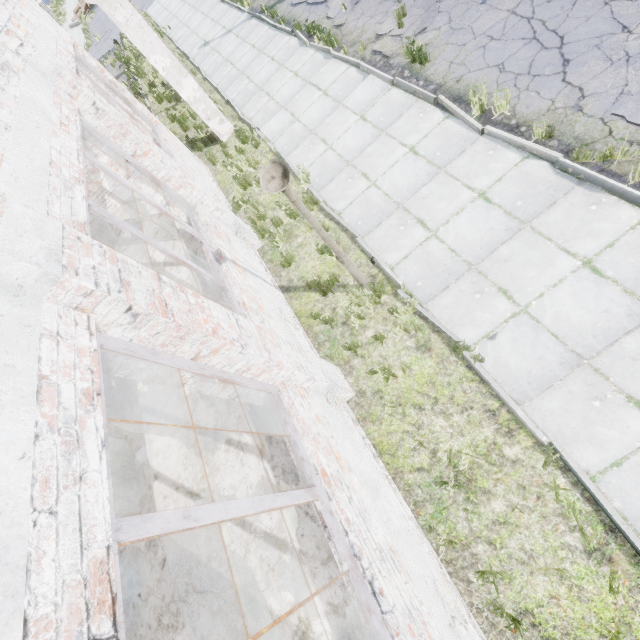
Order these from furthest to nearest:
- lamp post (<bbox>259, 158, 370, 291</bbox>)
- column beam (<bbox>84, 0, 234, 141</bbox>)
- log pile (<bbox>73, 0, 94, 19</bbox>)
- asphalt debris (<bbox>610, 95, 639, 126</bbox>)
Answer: log pile (<bbox>73, 0, 94, 19</bbox>) → column beam (<bbox>84, 0, 234, 141</bbox>) → asphalt debris (<bbox>610, 95, 639, 126</bbox>) → lamp post (<bbox>259, 158, 370, 291</bbox>)

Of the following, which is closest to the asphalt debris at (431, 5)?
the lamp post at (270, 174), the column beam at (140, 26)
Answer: the column beam at (140, 26)

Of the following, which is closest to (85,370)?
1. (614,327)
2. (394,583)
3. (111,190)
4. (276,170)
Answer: (276,170)

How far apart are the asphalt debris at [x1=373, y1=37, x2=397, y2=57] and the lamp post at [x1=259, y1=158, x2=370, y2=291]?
6.4m

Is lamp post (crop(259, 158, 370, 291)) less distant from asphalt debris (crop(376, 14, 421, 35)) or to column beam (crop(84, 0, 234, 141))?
asphalt debris (crop(376, 14, 421, 35))

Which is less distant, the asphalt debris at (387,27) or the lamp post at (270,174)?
the lamp post at (270,174)

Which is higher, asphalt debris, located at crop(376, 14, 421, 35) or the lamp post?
the lamp post
